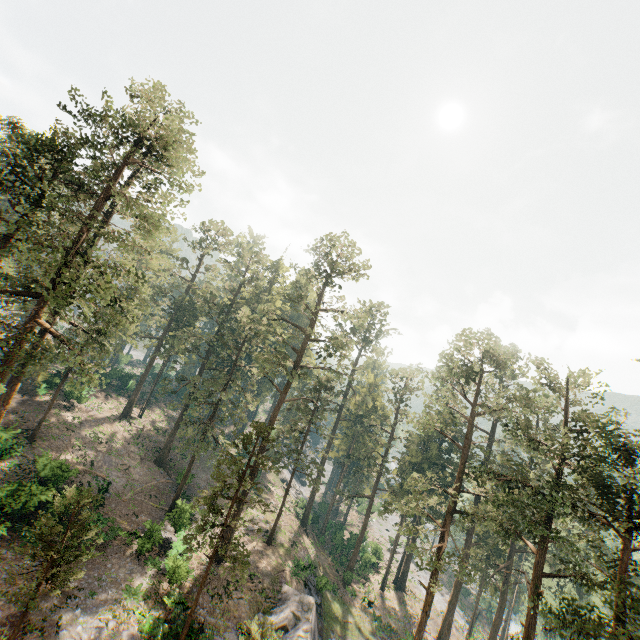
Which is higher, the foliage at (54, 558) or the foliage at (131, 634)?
the foliage at (54, 558)

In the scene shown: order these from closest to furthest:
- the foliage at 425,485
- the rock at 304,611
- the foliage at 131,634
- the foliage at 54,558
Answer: the foliage at 54,558, the foliage at 131,634, the foliage at 425,485, the rock at 304,611

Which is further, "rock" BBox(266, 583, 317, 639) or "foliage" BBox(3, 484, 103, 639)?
"rock" BBox(266, 583, 317, 639)

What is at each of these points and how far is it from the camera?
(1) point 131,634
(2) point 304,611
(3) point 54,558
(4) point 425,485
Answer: (1) foliage, 19.0 meters
(2) rock, 26.7 meters
(3) foliage, 17.2 meters
(4) foliage, 27.9 meters

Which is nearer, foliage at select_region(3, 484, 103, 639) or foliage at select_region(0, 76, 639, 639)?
foliage at select_region(3, 484, 103, 639)

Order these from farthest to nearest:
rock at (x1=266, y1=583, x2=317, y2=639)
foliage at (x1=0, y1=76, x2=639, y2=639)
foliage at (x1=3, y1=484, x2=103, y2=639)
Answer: rock at (x1=266, y1=583, x2=317, y2=639), foliage at (x1=0, y1=76, x2=639, y2=639), foliage at (x1=3, y1=484, x2=103, y2=639)
